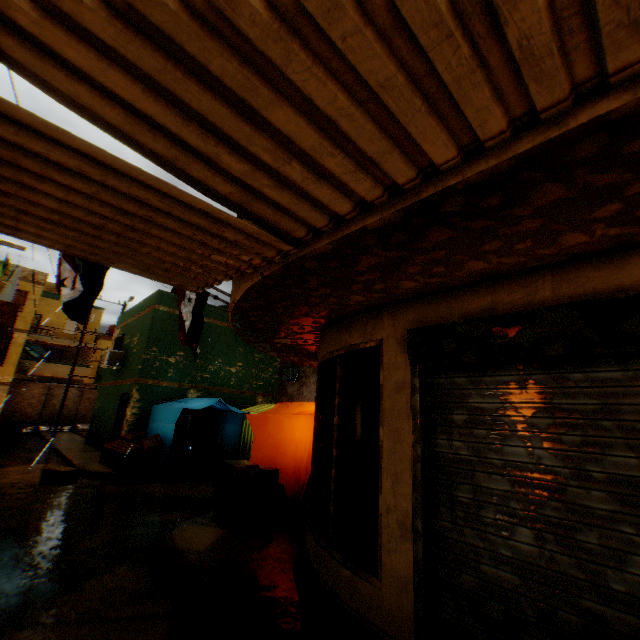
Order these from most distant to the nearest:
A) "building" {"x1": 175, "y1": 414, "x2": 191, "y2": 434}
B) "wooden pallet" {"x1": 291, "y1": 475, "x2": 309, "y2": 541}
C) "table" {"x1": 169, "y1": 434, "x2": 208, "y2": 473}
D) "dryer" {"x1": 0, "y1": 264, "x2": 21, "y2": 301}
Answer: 1. "building" {"x1": 175, "y1": 414, "x2": 191, "y2": 434}
2. "table" {"x1": 169, "y1": 434, "x2": 208, "y2": 473}
3. "dryer" {"x1": 0, "y1": 264, "x2": 21, "y2": 301}
4. "wooden pallet" {"x1": 291, "y1": 475, "x2": 309, "y2": 541}

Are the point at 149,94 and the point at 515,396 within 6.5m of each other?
yes

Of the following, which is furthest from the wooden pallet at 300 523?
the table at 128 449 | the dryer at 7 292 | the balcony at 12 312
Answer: the dryer at 7 292

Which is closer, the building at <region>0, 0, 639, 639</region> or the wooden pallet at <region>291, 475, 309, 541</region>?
the building at <region>0, 0, 639, 639</region>

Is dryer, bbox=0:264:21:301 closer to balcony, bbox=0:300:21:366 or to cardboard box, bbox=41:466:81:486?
balcony, bbox=0:300:21:366

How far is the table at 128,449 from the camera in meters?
10.2

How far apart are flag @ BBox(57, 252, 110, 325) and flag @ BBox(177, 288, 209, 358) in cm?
59

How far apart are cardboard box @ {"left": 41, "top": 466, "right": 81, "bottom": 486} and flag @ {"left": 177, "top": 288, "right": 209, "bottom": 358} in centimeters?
515cm
